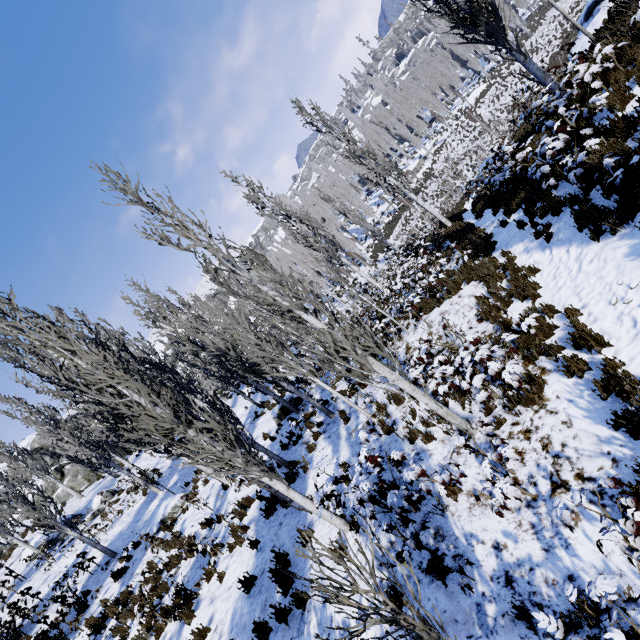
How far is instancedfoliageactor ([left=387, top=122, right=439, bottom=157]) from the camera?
45.8m

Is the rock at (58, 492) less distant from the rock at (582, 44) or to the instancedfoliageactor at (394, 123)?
the instancedfoliageactor at (394, 123)

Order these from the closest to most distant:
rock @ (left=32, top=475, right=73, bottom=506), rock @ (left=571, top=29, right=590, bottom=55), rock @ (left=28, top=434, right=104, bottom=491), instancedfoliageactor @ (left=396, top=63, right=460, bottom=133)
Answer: rock @ (left=571, top=29, right=590, bottom=55)
rock @ (left=32, top=475, right=73, bottom=506)
rock @ (left=28, top=434, right=104, bottom=491)
instancedfoliageactor @ (left=396, top=63, right=460, bottom=133)

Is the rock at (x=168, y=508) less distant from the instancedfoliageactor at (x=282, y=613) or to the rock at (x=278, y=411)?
the instancedfoliageactor at (x=282, y=613)

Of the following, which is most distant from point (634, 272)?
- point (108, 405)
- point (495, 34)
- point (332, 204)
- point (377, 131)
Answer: point (377, 131)

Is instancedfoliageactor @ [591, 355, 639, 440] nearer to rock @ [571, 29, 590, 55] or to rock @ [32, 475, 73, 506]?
rock @ [32, 475, 73, 506]

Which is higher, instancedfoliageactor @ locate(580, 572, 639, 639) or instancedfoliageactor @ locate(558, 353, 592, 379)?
instancedfoliageactor @ locate(580, 572, 639, 639)

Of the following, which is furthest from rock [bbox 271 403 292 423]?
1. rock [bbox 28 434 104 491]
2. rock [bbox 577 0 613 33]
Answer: rock [bbox 28 434 104 491]
